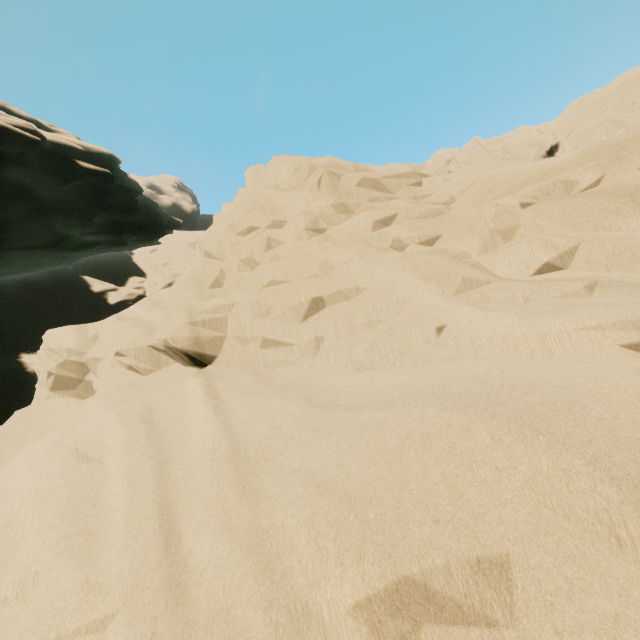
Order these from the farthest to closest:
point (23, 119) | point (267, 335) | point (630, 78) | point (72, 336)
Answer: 1. point (630, 78)
2. point (23, 119)
3. point (72, 336)
4. point (267, 335)
